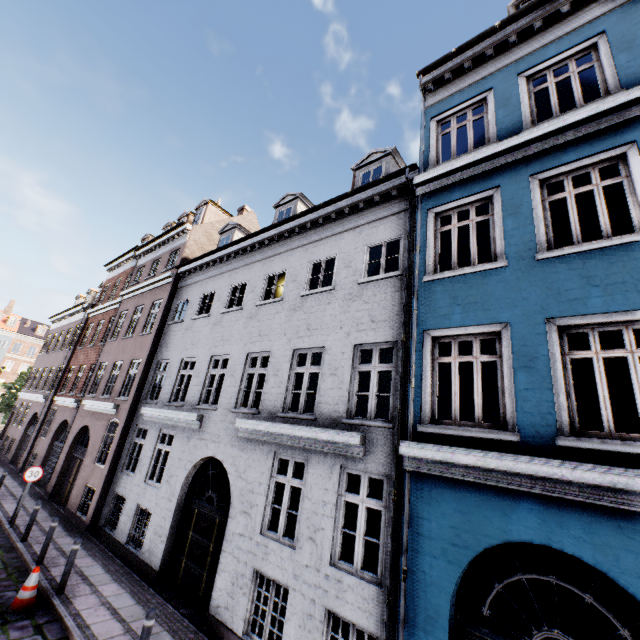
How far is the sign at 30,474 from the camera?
11.3 meters

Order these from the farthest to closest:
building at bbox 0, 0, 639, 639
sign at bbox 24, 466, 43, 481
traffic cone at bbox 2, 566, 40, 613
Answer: sign at bbox 24, 466, 43, 481 < traffic cone at bbox 2, 566, 40, 613 < building at bbox 0, 0, 639, 639

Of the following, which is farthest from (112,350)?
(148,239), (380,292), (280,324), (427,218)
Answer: (427,218)

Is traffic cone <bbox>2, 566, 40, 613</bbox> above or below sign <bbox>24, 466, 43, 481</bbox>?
below

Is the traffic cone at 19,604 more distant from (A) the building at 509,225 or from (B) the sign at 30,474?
(B) the sign at 30,474

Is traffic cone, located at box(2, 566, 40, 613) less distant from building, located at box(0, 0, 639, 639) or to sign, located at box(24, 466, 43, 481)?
building, located at box(0, 0, 639, 639)

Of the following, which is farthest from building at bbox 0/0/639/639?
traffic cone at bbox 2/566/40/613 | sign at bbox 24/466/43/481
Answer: traffic cone at bbox 2/566/40/613
